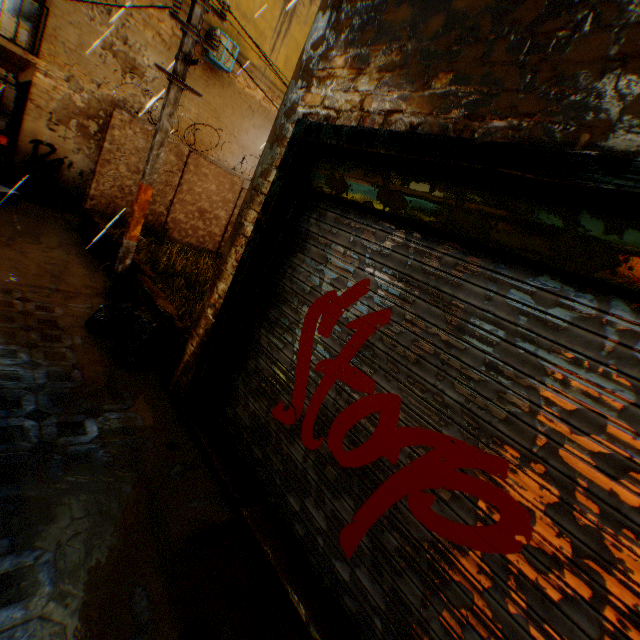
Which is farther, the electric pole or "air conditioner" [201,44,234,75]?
"air conditioner" [201,44,234,75]

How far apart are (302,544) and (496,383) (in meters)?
2.11

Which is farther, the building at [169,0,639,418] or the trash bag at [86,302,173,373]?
the trash bag at [86,302,173,373]

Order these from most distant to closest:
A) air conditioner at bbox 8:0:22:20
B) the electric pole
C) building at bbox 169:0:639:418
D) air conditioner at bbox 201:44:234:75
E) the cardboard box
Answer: air conditioner at bbox 8:0:22:20
air conditioner at bbox 201:44:234:75
the cardboard box
the electric pole
building at bbox 169:0:639:418

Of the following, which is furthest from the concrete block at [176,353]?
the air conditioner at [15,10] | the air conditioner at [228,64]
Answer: the air conditioner at [15,10]

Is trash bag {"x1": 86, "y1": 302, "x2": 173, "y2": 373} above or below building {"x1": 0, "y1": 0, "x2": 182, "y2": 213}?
below

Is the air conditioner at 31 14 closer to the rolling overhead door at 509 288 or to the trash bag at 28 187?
the rolling overhead door at 509 288

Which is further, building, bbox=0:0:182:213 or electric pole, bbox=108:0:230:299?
building, bbox=0:0:182:213
